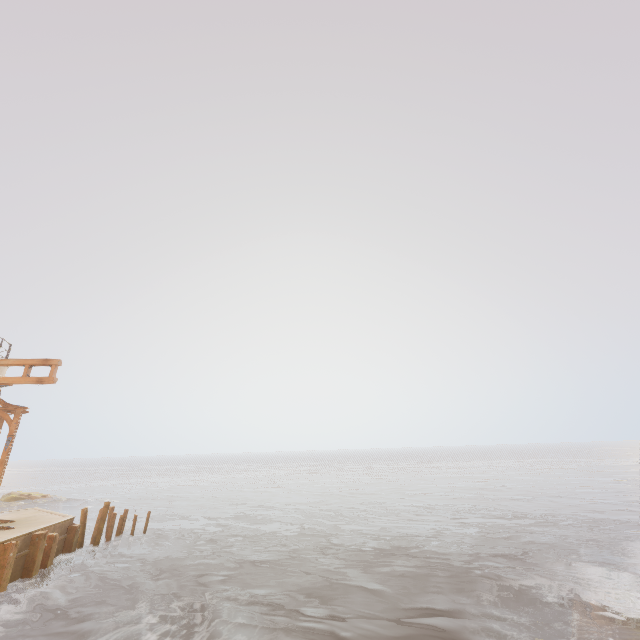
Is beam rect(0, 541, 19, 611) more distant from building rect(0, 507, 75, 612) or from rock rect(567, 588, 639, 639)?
rock rect(567, 588, 639, 639)

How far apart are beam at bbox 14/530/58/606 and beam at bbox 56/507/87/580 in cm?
219

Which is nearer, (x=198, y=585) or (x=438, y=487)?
(x=198, y=585)

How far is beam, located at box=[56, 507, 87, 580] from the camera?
14.66m

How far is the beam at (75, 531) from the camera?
14.66m

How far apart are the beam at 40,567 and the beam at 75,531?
2.19m

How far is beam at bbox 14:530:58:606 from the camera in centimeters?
1231cm

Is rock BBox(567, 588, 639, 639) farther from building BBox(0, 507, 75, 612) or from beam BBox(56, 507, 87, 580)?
beam BBox(56, 507, 87, 580)
